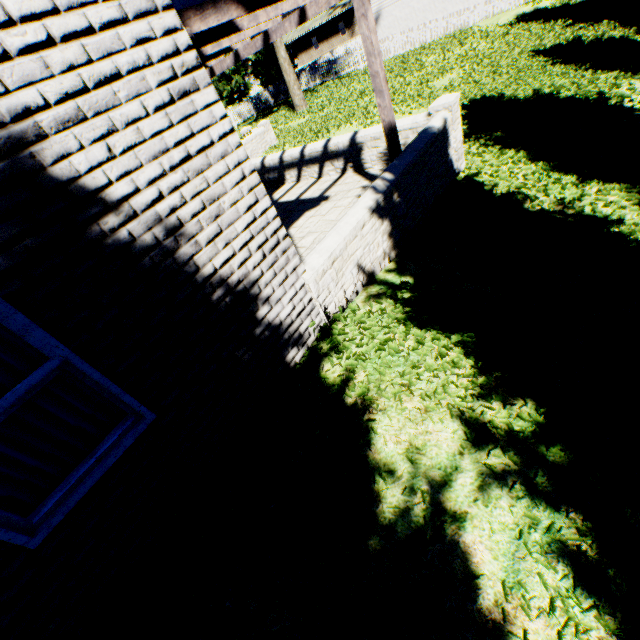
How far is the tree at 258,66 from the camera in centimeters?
1838cm

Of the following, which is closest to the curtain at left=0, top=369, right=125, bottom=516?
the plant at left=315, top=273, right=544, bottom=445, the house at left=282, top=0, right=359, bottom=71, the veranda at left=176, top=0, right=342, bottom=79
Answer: the veranda at left=176, top=0, right=342, bottom=79

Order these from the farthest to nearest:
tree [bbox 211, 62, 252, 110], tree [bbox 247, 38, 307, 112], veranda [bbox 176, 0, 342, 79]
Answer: tree [bbox 211, 62, 252, 110] < tree [bbox 247, 38, 307, 112] < veranda [bbox 176, 0, 342, 79]

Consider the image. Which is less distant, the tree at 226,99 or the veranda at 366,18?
the veranda at 366,18

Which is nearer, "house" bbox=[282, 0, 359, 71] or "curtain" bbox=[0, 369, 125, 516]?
"curtain" bbox=[0, 369, 125, 516]

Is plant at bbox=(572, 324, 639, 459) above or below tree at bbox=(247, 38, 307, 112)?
below

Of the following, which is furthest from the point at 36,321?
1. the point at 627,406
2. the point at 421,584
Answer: the point at 627,406

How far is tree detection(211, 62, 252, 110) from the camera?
34.9 meters
